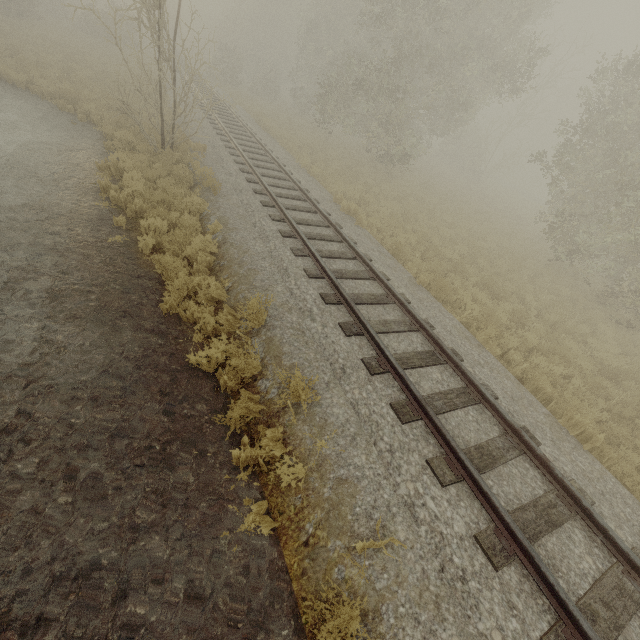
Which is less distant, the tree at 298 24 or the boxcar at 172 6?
the tree at 298 24

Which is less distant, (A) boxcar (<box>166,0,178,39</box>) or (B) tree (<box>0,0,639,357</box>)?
(B) tree (<box>0,0,639,357</box>)

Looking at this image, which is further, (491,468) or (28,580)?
(491,468)
